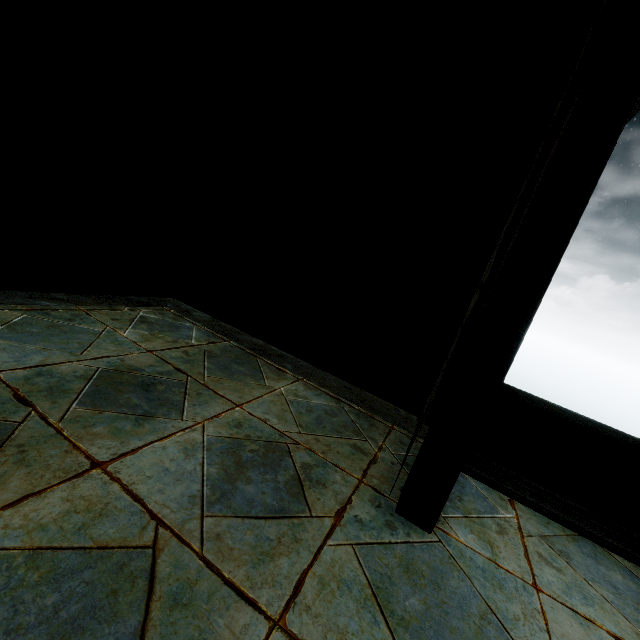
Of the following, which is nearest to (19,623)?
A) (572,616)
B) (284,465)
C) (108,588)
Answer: (108,588)
